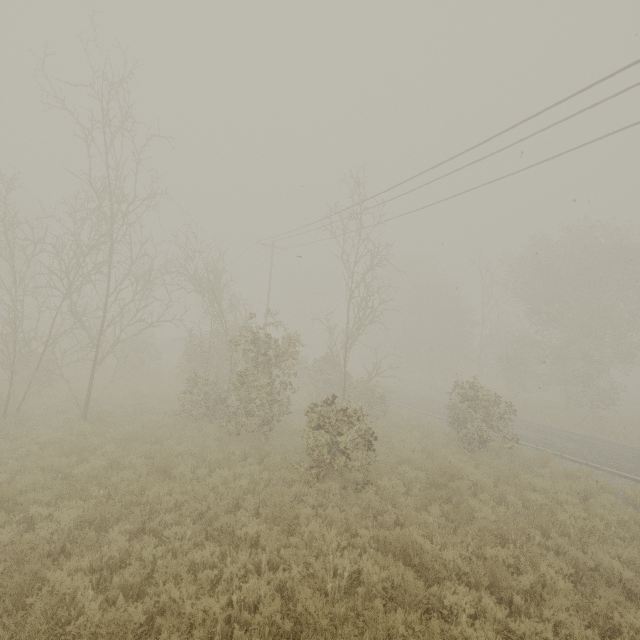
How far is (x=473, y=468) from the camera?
11.05m
